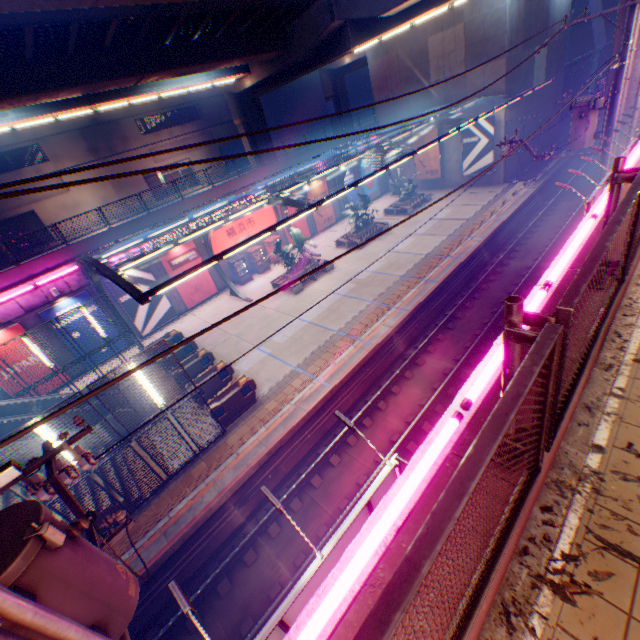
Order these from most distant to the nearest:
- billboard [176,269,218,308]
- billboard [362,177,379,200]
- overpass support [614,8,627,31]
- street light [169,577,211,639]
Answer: billboard [362,177,379,200] → billboard [176,269,218,308] → overpass support [614,8,627,31] → street light [169,577,211,639]

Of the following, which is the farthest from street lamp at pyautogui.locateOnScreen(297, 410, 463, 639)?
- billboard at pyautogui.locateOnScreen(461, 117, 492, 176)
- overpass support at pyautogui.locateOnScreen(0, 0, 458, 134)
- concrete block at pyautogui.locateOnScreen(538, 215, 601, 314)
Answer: billboard at pyautogui.locateOnScreen(461, 117, 492, 176)

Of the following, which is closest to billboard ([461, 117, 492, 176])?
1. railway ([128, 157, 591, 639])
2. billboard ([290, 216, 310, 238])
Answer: railway ([128, 157, 591, 639])

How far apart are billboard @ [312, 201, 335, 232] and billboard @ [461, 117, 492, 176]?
12.1 meters

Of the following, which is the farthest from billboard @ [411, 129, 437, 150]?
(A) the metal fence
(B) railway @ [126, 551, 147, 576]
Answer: (B) railway @ [126, 551, 147, 576]

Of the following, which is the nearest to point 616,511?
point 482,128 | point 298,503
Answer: point 298,503

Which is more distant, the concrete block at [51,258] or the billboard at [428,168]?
the billboard at [428,168]

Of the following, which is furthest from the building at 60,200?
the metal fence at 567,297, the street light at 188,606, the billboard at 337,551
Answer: the billboard at 337,551
